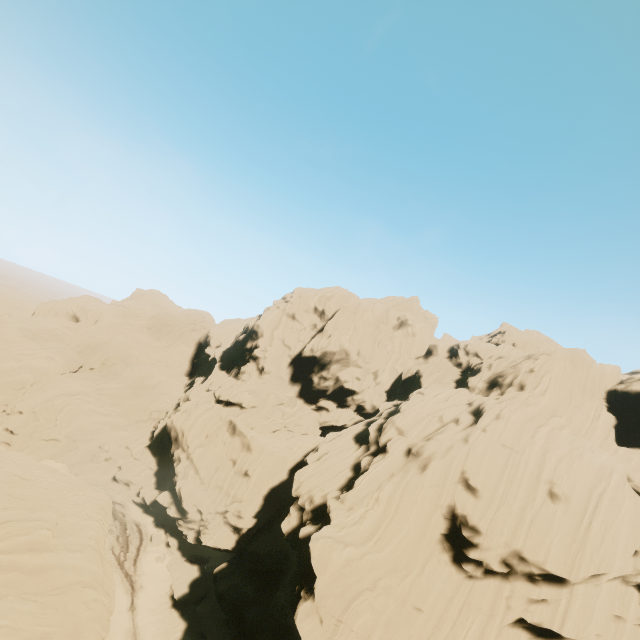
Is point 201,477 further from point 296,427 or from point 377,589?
point 377,589
